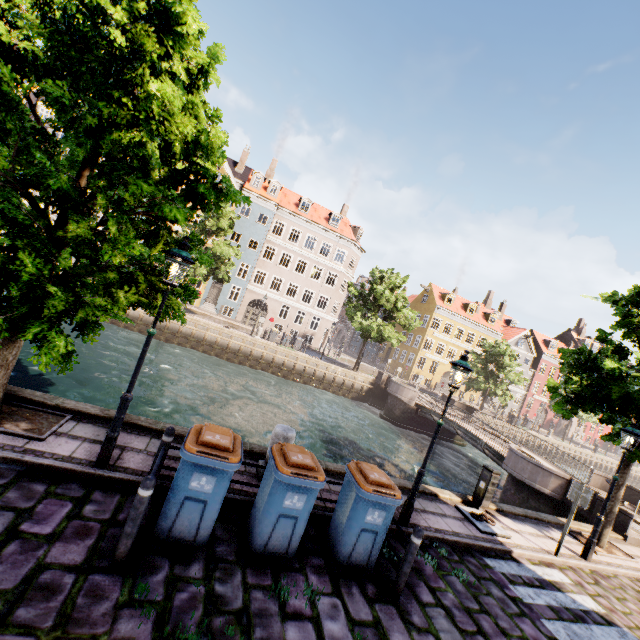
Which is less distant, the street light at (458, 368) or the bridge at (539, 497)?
the street light at (458, 368)

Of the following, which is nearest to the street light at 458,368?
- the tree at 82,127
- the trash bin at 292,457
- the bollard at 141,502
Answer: the tree at 82,127

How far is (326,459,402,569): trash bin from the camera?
5.06m

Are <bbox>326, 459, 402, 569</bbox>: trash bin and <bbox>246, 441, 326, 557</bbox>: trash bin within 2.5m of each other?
yes

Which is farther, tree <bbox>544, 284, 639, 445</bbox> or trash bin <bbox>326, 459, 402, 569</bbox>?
tree <bbox>544, 284, 639, 445</bbox>

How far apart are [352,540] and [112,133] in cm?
706

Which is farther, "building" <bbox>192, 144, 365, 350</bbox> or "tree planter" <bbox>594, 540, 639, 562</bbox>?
"building" <bbox>192, 144, 365, 350</bbox>

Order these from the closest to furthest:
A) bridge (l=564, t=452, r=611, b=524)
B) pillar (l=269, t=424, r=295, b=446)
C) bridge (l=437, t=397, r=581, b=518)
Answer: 1. pillar (l=269, t=424, r=295, b=446)
2. bridge (l=564, t=452, r=611, b=524)
3. bridge (l=437, t=397, r=581, b=518)
